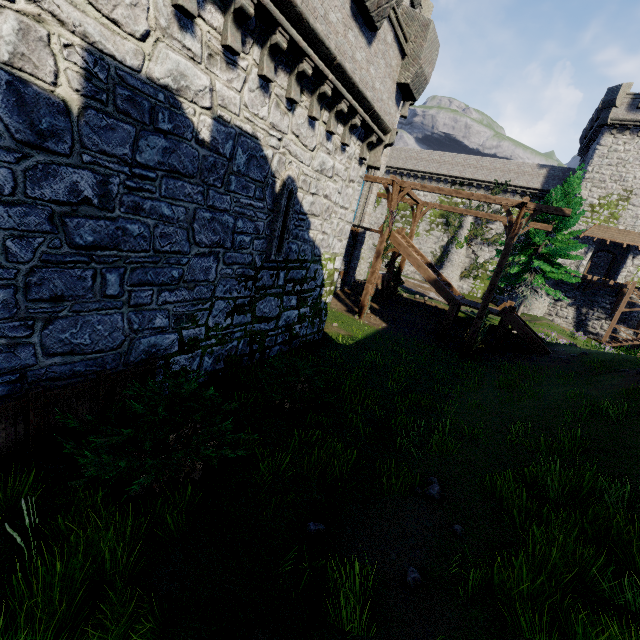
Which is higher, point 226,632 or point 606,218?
point 606,218

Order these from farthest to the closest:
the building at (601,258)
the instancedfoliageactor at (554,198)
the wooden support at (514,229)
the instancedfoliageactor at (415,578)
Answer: the building at (601,258) < the instancedfoliageactor at (554,198) < the wooden support at (514,229) < the instancedfoliageactor at (415,578)

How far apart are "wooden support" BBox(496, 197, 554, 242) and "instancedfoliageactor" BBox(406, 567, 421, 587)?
14.6m

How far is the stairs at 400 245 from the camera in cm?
1811

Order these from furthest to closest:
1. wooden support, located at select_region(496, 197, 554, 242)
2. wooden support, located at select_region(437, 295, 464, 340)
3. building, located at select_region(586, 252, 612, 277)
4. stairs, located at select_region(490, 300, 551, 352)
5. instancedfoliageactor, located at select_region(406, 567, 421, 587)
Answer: building, located at select_region(586, 252, 612, 277) < wooden support, located at select_region(437, 295, 464, 340) < stairs, located at select_region(490, 300, 551, 352) < wooden support, located at select_region(496, 197, 554, 242) < instancedfoliageactor, located at select_region(406, 567, 421, 587)

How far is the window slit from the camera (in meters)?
8.42

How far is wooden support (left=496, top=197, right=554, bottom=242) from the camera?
14.15m

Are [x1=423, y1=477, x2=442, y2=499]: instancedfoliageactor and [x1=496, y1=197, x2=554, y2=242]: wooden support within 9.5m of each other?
no
